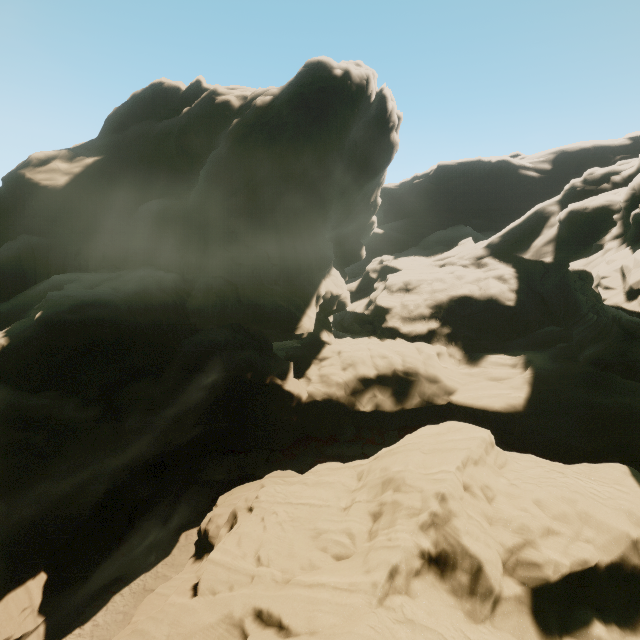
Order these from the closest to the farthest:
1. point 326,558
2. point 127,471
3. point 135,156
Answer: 1. point 326,558
2. point 127,471
3. point 135,156
